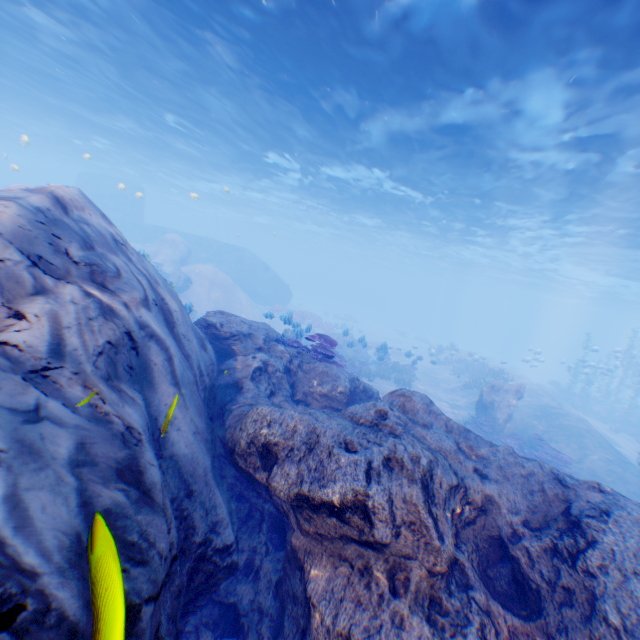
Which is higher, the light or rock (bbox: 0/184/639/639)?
the light

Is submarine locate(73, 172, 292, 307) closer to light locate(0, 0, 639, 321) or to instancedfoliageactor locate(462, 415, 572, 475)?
light locate(0, 0, 639, 321)

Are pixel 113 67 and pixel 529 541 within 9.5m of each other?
no

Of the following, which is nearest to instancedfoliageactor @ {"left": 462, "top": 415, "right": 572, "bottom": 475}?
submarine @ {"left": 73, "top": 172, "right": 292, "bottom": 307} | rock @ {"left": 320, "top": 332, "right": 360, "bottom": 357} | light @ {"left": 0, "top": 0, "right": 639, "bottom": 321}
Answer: rock @ {"left": 320, "top": 332, "right": 360, "bottom": 357}

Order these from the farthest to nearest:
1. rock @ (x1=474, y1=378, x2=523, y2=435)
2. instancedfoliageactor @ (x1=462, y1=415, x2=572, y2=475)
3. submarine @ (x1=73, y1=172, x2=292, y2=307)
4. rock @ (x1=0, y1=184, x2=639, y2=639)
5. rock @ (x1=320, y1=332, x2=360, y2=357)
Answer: submarine @ (x1=73, y1=172, x2=292, y2=307)
rock @ (x1=320, y1=332, x2=360, y2=357)
rock @ (x1=474, y1=378, x2=523, y2=435)
instancedfoliageactor @ (x1=462, y1=415, x2=572, y2=475)
rock @ (x1=0, y1=184, x2=639, y2=639)

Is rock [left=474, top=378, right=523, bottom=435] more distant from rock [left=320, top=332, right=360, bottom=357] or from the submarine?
rock [left=320, top=332, right=360, bottom=357]

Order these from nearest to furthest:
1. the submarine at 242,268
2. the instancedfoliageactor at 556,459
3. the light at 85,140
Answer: the light at 85,140 → the instancedfoliageactor at 556,459 → the submarine at 242,268

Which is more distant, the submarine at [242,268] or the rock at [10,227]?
the submarine at [242,268]
